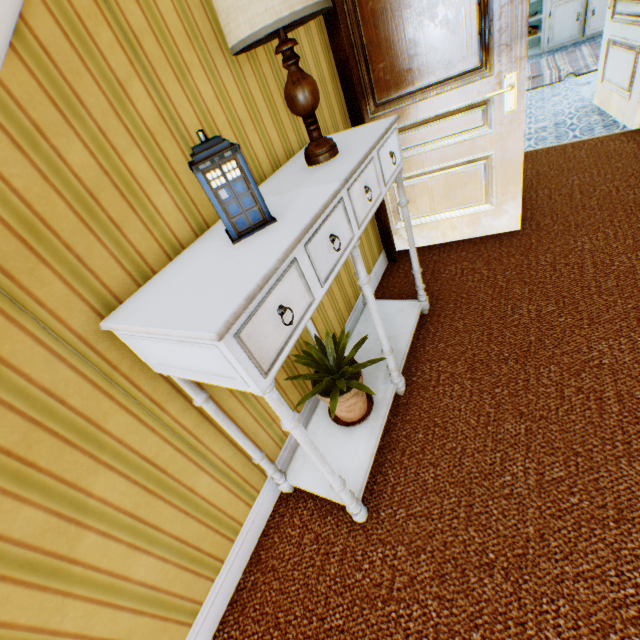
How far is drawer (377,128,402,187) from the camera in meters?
1.5

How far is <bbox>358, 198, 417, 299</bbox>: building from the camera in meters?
2.7

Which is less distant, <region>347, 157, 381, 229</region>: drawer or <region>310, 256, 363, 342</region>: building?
<region>347, 157, 381, 229</region>: drawer

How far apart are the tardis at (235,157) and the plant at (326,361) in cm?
75

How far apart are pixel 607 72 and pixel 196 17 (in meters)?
4.91

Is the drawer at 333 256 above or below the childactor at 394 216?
above

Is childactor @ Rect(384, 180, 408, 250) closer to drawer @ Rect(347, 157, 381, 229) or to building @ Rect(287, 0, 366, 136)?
building @ Rect(287, 0, 366, 136)
